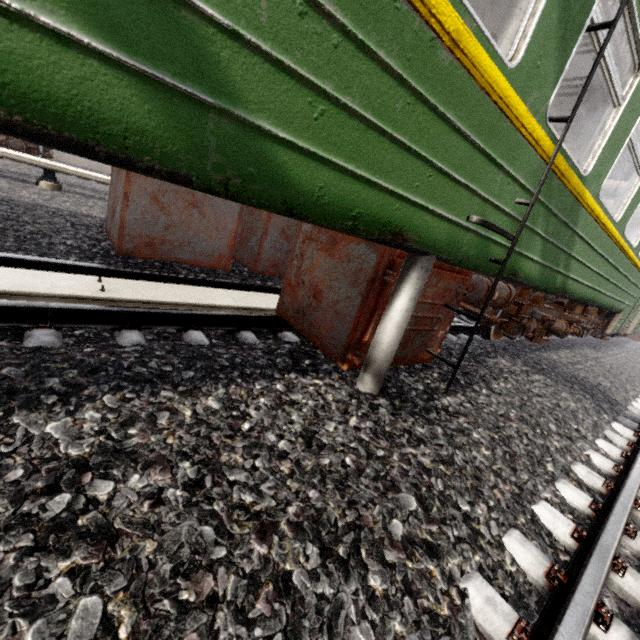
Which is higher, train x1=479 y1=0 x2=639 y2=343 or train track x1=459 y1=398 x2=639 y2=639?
train x1=479 y1=0 x2=639 y2=343

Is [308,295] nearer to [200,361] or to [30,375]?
[200,361]

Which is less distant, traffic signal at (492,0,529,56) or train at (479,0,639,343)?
traffic signal at (492,0,529,56)

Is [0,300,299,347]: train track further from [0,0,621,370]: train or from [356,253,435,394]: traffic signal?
[356,253,435,394]: traffic signal

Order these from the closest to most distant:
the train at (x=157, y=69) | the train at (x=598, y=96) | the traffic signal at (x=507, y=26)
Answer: the train at (x=157, y=69), the traffic signal at (x=507, y=26), the train at (x=598, y=96)

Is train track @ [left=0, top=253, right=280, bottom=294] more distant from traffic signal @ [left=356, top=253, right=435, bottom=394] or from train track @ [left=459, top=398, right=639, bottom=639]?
train track @ [left=459, top=398, right=639, bottom=639]

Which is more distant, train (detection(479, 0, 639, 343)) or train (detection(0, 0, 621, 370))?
train (detection(479, 0, 639, 343))

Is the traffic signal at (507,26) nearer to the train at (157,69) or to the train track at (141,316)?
the train at (157,69)
